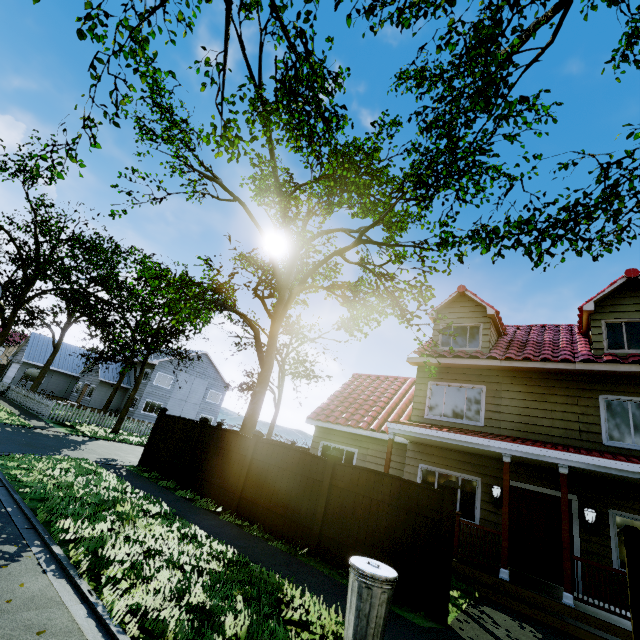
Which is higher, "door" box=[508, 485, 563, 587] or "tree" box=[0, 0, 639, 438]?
"tree" box=[0, 0, 639, 438]

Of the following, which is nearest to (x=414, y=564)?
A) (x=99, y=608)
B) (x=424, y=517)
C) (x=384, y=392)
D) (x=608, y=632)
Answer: (x=424, y=517)

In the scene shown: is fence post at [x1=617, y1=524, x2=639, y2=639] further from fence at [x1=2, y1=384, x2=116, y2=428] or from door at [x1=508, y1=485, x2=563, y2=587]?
door at [x1=508, y1=485, x2=563, y2=587]

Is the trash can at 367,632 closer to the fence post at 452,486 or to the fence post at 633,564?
the fence post at 452,486

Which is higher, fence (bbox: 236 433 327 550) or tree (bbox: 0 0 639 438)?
tree (bbox: 0 0 639 438)

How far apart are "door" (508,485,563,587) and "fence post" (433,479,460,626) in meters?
4.7

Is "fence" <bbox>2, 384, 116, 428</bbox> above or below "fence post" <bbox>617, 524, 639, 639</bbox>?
below

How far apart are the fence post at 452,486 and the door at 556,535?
4.74m
